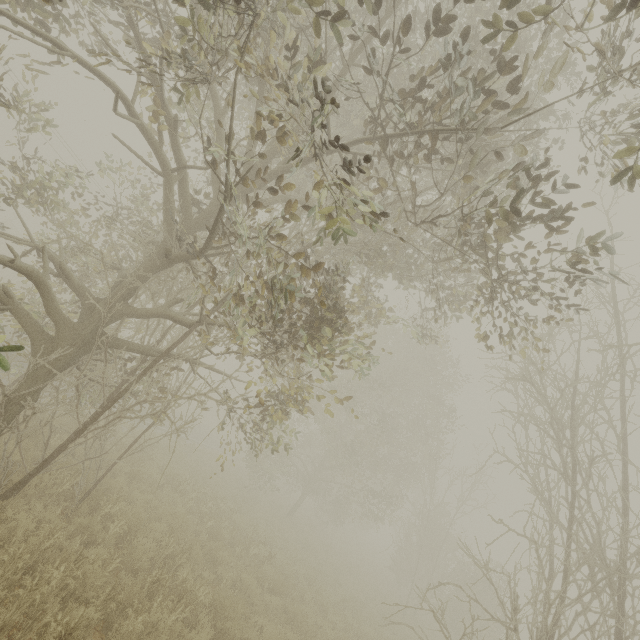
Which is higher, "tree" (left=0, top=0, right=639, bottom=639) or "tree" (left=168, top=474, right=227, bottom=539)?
"tree" (left=0, top=0, right=639, bottom=639)

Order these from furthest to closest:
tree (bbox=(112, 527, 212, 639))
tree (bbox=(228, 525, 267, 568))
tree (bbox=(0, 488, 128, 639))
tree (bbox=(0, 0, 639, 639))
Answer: tree (bbox=(228, 525, 267, 568))
tree (bbox=(112, 527, 212, 639))
tree (bbox=(0, 488, 128, 639))
tree (bbox=(0, 0, 639, 639))

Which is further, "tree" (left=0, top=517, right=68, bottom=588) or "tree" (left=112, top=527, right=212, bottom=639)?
"tree" (left=112, top=527, right=212, bottom=639)

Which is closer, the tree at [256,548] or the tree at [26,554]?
the tree at [26,554]

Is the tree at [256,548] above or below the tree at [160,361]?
below

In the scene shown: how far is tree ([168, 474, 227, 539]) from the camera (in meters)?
10.67

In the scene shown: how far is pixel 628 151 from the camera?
2.60m
